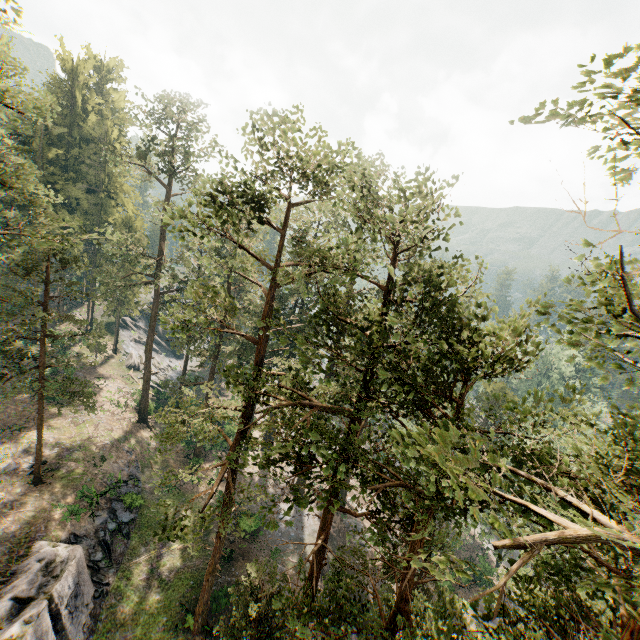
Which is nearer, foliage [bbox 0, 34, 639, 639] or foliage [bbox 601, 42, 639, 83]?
foliage [bbox 601, 42, 639, 83]

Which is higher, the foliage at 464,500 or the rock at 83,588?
the foliage at 464,500

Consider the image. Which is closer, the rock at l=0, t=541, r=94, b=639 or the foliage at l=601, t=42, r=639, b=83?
the foliage at l=601, t=42, r=639, b=83

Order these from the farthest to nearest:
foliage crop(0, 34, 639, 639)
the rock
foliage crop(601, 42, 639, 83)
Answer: the rock, foliage crop(0, 34, 639, 639), foliage crop(601, 42, 639, 83)

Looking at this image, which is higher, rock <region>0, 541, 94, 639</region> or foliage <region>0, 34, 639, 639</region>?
foliage <region>0, 34, 639, 639</region>

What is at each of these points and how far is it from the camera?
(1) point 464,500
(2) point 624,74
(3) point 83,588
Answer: (1) foliage, 9.0m
(2) foliage, 4.8m
(3) rock, 20.7m

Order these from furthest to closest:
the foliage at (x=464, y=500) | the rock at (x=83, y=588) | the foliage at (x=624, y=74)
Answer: the rock at (x=83, y=588)
the foliage at (x=464, y=500)
the foliage at (x=624, y=74)
